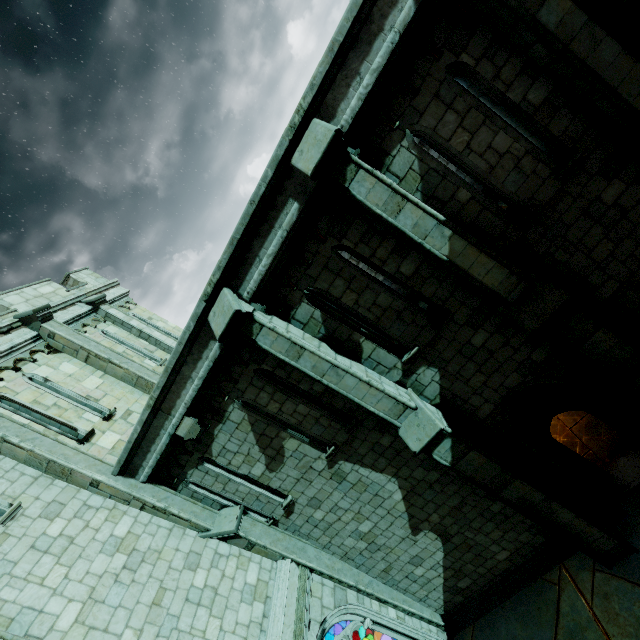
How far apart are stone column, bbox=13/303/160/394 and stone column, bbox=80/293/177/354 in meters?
1.9 m

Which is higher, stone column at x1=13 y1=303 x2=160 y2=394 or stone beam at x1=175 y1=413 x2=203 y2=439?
stone column at x1=13 y1=303 x2=160 y2=394

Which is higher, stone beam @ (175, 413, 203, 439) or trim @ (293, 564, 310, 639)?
stone beam @ (175, 413, 203, 439)

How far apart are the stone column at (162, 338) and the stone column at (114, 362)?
1.9 meters

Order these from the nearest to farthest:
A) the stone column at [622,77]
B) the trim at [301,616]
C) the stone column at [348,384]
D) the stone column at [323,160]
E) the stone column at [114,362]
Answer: the stone column at [622,77], the stone column at [323,160], the stone column at [348,384], the trim at [301,616], the stone column at [114,362]

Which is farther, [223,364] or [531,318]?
[223,364]

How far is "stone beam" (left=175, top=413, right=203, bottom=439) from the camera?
7.28m

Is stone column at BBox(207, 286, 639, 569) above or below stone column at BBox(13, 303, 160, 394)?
below
